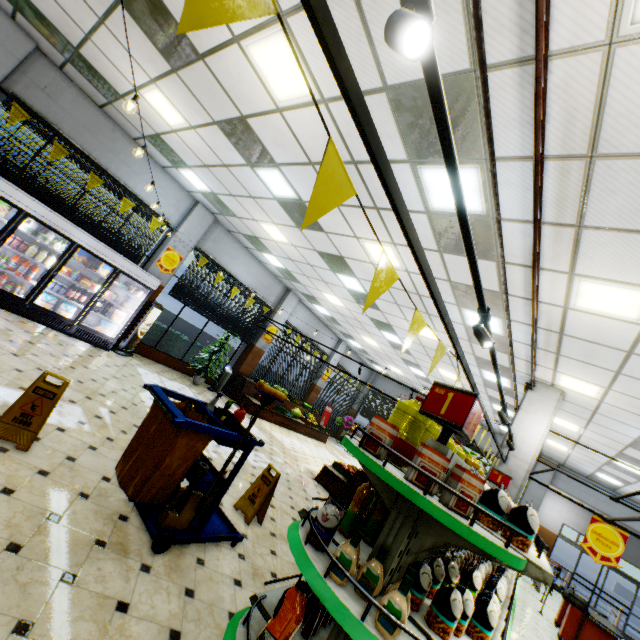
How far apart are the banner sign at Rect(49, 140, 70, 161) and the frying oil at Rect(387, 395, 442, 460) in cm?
931

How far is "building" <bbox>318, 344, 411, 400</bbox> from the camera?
17.39m

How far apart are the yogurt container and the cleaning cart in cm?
614

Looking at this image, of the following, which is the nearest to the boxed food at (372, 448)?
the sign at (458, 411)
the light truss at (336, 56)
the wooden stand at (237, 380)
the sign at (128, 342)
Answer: the sign at (458, 411)

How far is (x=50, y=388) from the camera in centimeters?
→ 337cm

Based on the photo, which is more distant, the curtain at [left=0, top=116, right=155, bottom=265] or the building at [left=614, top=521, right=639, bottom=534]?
the building at [left=614, top=521, right=639, bottom=534]

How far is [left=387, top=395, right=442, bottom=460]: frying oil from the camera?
2.2m

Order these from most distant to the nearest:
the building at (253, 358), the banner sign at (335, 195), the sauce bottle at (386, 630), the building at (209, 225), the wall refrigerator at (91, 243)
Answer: the building at (253, 358) → the wall refrigerator at (91, 243) → the building at (209, 225) → the sauce bottle at (386, 630) → the banner sign at (335, 195)
